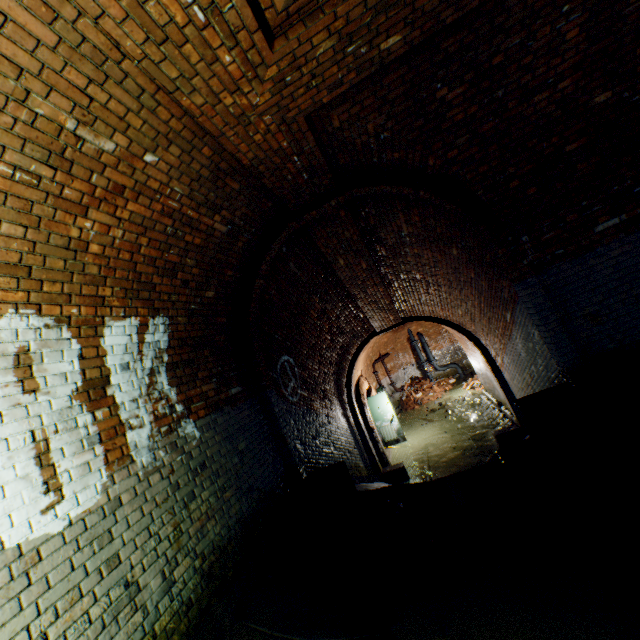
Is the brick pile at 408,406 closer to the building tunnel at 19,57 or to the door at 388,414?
the building tunnel at 19,57

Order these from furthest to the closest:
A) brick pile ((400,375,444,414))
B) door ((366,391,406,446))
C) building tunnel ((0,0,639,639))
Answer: brick pile ((400,375,444,414)) < door ((366,391,406,446)) < building tunnel ((0,0,639,639))

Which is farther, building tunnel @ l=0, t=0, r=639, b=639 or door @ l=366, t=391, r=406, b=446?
door @ l=366, t=391, r=406, b=446

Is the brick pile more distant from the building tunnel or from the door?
the door

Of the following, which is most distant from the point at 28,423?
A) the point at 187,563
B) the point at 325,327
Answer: the point at 325,327

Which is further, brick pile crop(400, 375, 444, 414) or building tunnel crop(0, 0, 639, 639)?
brick pile crop(400, 375, 444, 414)

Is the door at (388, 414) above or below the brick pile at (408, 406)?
above

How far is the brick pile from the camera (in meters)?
16.28
